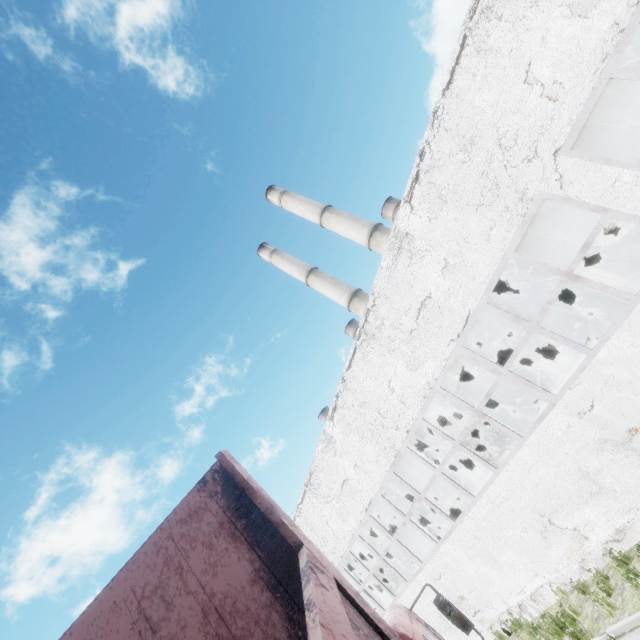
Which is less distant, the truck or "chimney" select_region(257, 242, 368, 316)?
the truck

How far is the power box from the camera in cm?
1195

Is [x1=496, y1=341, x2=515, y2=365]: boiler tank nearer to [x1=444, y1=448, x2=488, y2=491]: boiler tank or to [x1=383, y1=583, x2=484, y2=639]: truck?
[x1=444, y1=448, x2=488, y2=491]: boiler tank

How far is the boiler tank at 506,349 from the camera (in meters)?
14.20

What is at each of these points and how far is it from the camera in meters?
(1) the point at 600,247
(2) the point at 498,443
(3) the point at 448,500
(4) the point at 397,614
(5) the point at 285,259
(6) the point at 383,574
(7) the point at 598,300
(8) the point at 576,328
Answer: (1) boiler box, 13.2
(2) boiler tank, 18.2
(3) boiler tank, 17.5
(4) truck, 3.9
(5) chimney, 38.2
(6) boiler group, 18.5
(7) pipe, 19.2
(8) power box, 12.4

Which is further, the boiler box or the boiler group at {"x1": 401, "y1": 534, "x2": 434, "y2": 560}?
the boiler group at {"x1": 401, "y1": 534, "x2": 434, "y2": 560}

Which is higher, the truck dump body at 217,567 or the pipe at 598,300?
the truck dump body at 217,567

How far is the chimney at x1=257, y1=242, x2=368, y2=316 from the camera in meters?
33.2
